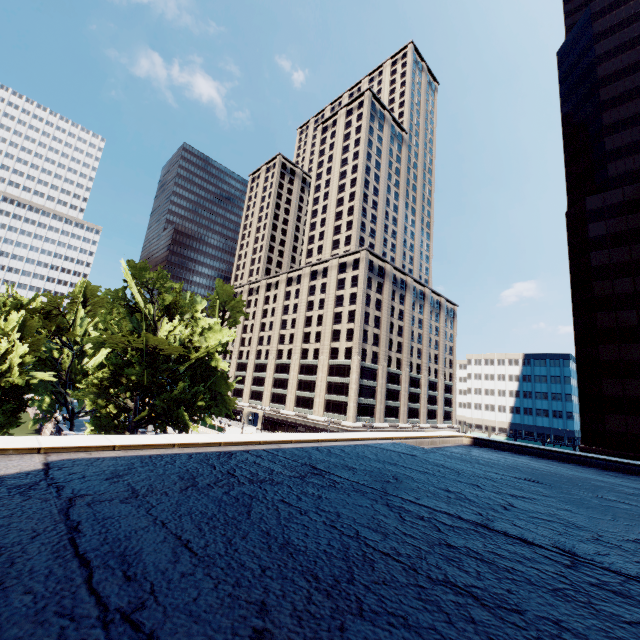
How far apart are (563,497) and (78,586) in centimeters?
810cm

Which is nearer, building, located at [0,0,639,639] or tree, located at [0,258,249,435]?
building, located at [0,0,639,639]

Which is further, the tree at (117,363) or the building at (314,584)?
the tree at (117,363)
